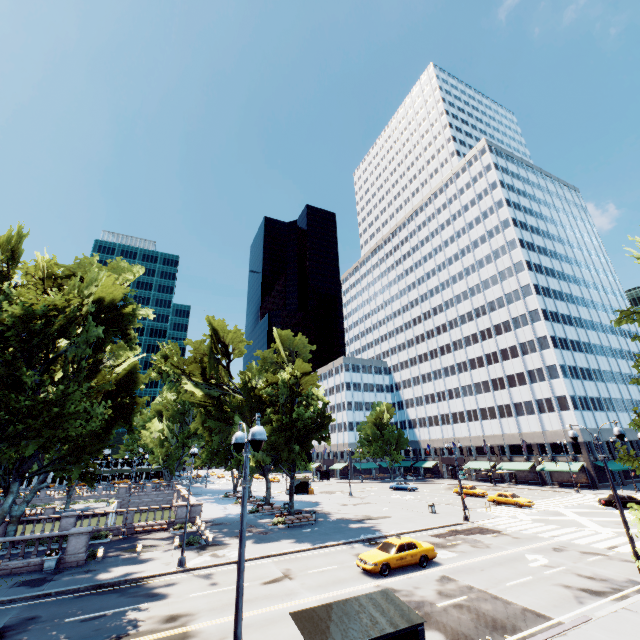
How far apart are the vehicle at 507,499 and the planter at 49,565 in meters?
44.2 m

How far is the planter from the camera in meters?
21.0 m

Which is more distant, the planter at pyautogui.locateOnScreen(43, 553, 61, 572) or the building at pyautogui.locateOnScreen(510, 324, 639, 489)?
the building at pyautogui.locateOnScreen(510, 324, 639, 489)

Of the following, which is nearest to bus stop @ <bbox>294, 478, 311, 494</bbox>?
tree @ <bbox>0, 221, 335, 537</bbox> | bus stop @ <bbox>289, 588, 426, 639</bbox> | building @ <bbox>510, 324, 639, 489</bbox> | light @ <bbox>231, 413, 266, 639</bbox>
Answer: building @ <bbox>510, 324, 639, 489</bbox>

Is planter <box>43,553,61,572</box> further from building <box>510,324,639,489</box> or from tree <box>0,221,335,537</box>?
building <box>510,324,639,489</box>

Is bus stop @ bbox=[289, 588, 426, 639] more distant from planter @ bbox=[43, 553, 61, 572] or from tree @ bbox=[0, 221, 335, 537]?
planter @ bbox=[43, 553, 61, 572]

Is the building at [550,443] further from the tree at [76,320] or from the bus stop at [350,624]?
the bus stop at [350,624]

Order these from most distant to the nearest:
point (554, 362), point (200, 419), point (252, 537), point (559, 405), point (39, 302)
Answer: point (554, 362) < point (559, 405) < point (200, 419) < point (252, 537) < point (39, 302)
